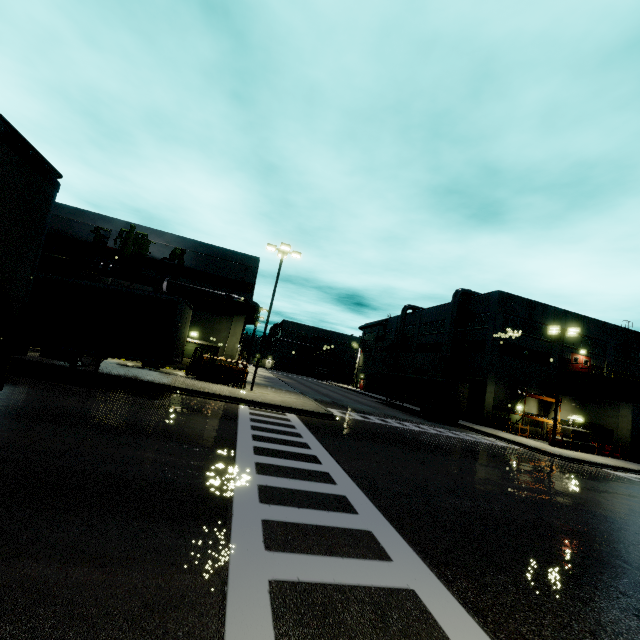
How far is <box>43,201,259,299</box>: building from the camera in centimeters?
2547cm

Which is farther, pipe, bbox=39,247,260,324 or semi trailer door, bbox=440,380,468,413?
semi trailer door, bbox=440,380,468,413

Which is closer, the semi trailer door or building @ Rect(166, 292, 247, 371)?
building @ Rect(166, 292, 247, 371)

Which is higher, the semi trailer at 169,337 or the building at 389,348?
the building at 389,348

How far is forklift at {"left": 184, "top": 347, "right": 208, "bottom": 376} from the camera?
23.5m

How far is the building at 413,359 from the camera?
44.2 meters

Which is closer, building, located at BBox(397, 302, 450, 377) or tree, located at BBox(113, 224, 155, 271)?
tree, located at BBox(113, 224, 155, 271)

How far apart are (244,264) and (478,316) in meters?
27.9 m
